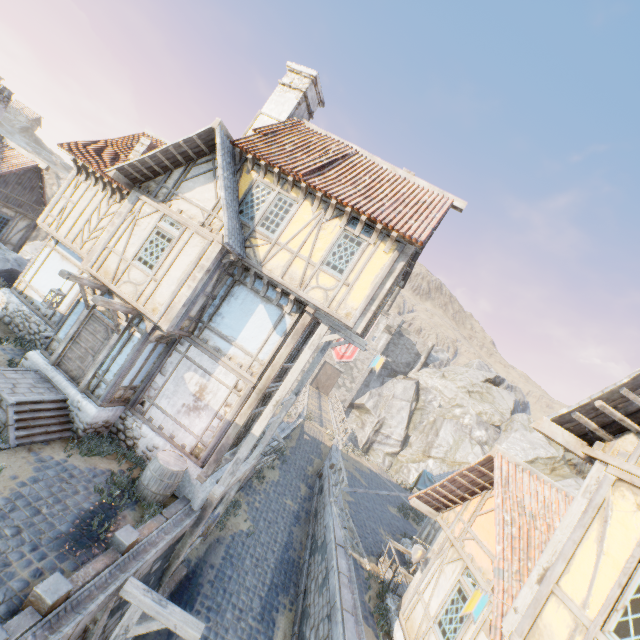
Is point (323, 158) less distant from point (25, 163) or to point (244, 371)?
point (244, 371)

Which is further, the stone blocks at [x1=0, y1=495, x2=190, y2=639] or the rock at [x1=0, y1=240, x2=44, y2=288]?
the rock at [x1=0, y1=240, x2=44, y2=288]

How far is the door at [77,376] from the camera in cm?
977

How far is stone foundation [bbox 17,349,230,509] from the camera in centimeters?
926cm

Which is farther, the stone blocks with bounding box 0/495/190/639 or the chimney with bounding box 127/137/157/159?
the chimney with bounding box 127/137/157/159

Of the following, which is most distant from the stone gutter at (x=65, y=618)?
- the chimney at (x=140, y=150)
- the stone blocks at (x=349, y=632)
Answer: the chimney at (x=140, y=150)

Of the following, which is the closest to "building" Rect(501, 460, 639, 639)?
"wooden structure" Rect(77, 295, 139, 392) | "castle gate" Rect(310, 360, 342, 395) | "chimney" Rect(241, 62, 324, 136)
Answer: "wooden structure" Rect(77, 295, 139, 392)

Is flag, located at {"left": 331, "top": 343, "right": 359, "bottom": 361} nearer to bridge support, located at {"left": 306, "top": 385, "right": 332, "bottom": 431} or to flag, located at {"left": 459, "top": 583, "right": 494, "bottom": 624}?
flag, located at {"left": 459, "top": 583, "right": 494, "bottom": 624}
